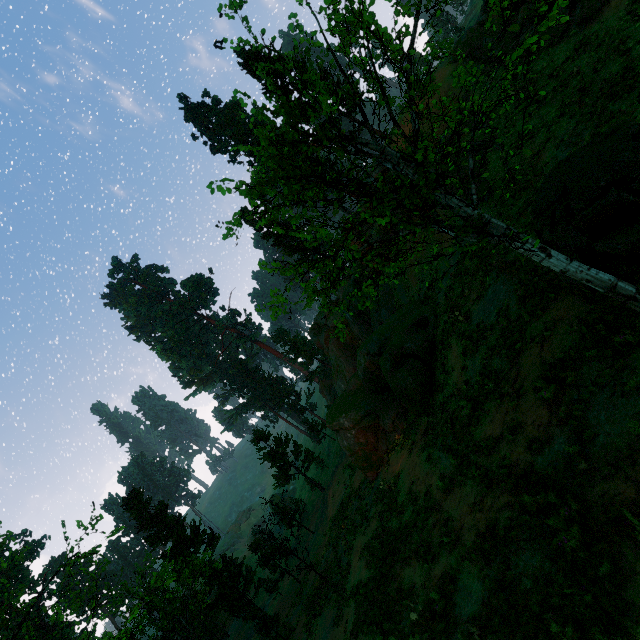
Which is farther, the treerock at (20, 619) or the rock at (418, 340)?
the rock at (418, 340)

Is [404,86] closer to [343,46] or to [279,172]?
[343,46]

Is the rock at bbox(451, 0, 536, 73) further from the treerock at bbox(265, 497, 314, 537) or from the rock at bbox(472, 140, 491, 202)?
the treerock at bbox(265, 497, 314, 537)

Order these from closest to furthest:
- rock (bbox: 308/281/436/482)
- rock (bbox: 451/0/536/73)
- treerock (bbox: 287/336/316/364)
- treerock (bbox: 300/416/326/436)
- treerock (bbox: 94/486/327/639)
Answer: rock (bbox: 451/0/536/73) < rock (bbox: 308/281/436/482) < treerock (bbox: 94/486/327/639) < treerock (bbox: 300/416/326/436) < treerock (bbox: 287/336/316/364)

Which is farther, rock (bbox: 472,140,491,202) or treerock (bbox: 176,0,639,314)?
rock (bbox: 472,140,491,202)

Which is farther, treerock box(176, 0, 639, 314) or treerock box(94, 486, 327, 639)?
treerock box(94, 486, 327, 639)

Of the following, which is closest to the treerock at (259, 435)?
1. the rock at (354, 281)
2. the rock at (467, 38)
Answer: the rock at (354, 281)

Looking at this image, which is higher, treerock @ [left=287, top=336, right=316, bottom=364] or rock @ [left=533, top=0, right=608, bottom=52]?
treerock @ [left=287, top=336, right=316, bottom=364]
